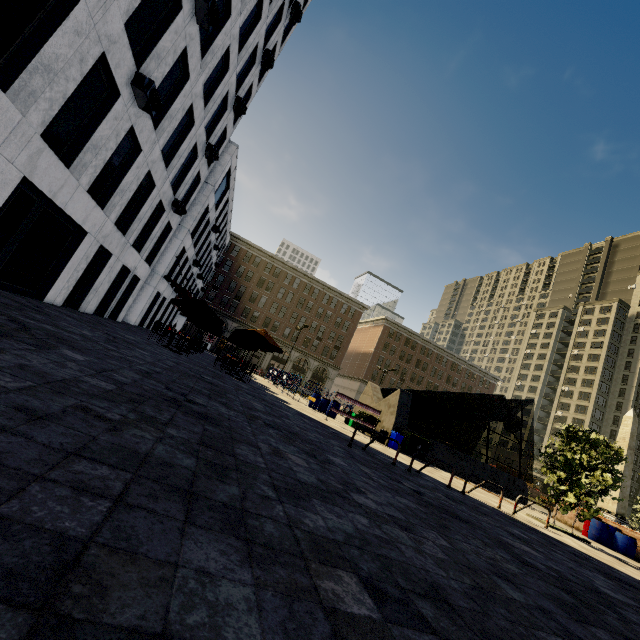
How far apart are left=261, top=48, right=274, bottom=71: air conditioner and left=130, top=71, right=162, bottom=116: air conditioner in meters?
13.5

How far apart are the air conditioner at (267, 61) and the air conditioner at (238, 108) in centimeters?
346cm

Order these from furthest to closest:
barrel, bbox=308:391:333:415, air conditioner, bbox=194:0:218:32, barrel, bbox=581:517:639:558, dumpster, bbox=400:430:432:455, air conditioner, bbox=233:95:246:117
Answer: barrel, bbox=308:391:333:415
air conditioner, bbox=233:95:246:117
dumpster, bbox=400:430:432:455
barrel, bbox=581:517:639:558
air conditioner, bbox=194:0:218:32

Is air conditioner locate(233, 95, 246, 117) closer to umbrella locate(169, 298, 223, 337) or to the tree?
umbrella locate(169, 298, 223, 337)

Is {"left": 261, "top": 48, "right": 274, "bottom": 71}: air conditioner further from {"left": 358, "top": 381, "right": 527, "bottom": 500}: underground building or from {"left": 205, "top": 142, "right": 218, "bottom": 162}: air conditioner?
{"left": 358, "top": 381, "right": 527, "bottom": 500}: underground building

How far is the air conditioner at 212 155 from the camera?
18.59m

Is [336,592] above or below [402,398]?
below

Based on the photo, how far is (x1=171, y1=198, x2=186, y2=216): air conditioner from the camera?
17.75m
